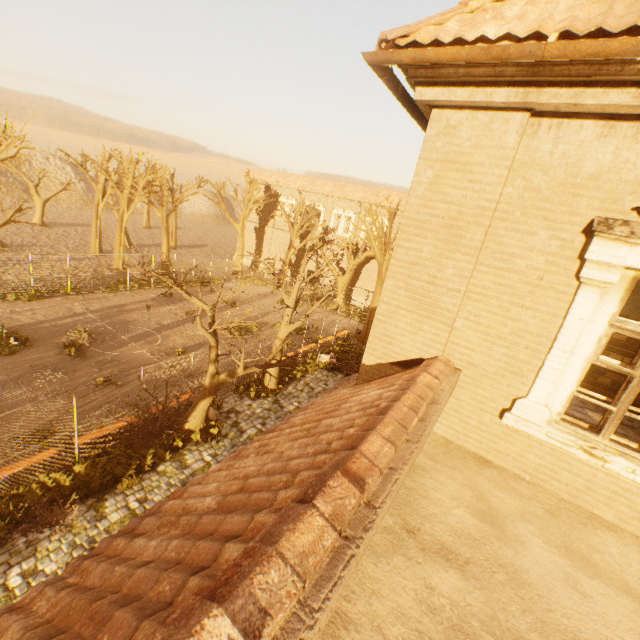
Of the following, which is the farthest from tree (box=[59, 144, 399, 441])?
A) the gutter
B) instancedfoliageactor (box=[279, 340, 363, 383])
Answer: the gutter

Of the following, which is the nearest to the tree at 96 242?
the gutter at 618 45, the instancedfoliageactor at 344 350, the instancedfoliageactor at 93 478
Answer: the instancedfoliageactor at 344 350

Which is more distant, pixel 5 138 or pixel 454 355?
pixel 5 138

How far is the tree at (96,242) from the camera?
11.7m

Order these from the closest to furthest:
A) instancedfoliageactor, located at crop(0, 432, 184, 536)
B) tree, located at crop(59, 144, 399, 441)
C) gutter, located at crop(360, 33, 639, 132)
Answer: gutter, located at crop(360, 33, 639, 132), instancedfoliageactor, located at crop(0, 432, 184, 536), tree, located at crop(59, 144, 399, 441)

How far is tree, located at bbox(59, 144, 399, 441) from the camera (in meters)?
11.74

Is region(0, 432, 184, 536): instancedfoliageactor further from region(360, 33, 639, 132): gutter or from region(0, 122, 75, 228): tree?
region(360, 33, 639, 132): gutter

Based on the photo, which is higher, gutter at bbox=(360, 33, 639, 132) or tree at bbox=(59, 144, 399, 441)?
gutter at bbox=(360, 33, 639, 132)
